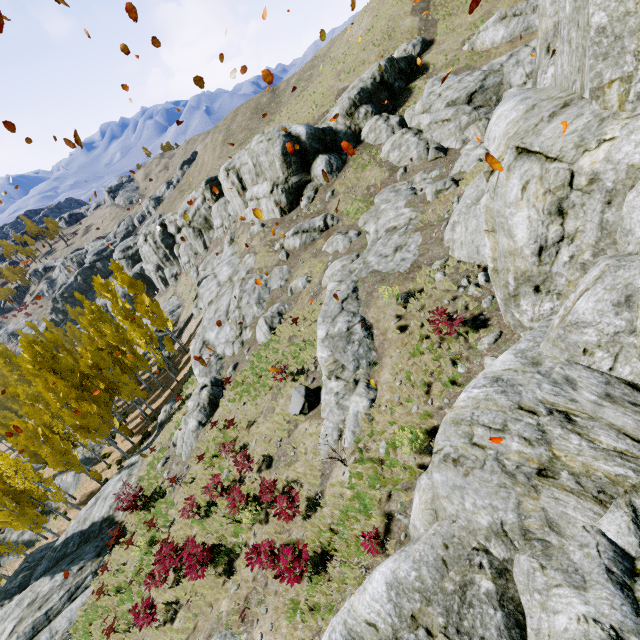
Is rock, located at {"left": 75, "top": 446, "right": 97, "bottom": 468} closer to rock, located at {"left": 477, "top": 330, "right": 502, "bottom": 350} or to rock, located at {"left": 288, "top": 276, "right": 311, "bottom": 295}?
rock, located at {"left": 477, "top": 330, "right": 502, "bottom": 350}

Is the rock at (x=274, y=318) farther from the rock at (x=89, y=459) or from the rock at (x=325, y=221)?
the rock at (x=89, y=459)

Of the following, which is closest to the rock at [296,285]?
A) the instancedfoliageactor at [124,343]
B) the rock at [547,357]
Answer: the rock at [547,357]

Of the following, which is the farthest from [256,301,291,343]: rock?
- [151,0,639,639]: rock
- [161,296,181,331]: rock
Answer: [161,296,181,331]: rock

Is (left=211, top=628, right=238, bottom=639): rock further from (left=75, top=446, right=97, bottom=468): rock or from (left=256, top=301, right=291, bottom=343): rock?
(left=75, top=446, right=97, bottom=468): rock

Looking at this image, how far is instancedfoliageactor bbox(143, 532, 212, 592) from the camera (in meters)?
10.62

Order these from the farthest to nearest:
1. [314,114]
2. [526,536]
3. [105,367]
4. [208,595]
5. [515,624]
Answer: [314,114] < [105,367] < [208,595] < [526,536] < [515,624]

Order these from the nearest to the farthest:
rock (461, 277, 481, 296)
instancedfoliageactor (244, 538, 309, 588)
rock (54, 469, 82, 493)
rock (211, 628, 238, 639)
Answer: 1. instancedfoliageactor (244, 538, 309, 588)
2. rock (211, 628, 238, 639)
3. rock (461, 277, 481, 296)
4. rock (54, 469, 82, 493)
